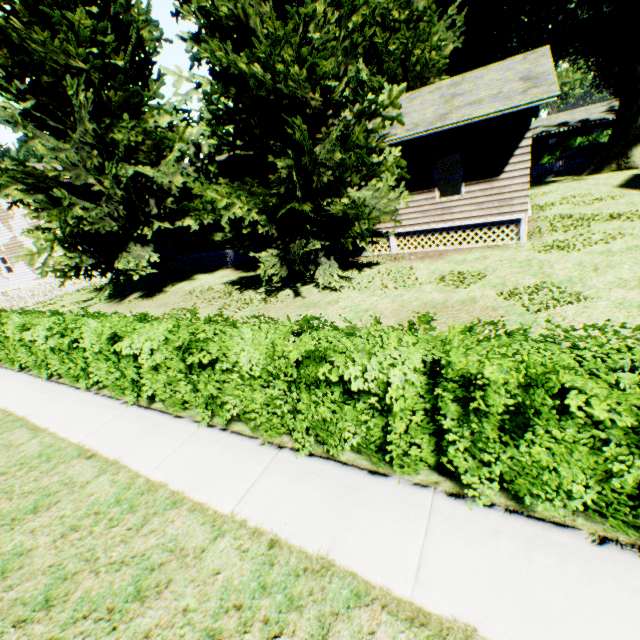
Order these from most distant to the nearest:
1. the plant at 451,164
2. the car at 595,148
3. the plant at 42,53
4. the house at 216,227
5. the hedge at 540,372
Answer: the car at 595,148 < the house at 216,227 < the plant at 451,164 < the plant at 42,53 < the hedge at 540,372

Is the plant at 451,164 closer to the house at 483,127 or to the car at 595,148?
the house at 483,127

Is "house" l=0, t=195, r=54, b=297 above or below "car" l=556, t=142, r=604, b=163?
above

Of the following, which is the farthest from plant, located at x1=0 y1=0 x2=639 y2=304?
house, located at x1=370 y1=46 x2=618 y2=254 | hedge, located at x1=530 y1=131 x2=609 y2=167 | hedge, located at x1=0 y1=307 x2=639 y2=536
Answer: hedge, located at x1=0 y1=307 x2=639 y2=536

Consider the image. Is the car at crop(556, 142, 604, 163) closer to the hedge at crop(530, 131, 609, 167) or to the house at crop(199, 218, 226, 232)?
the hedge at crop(530, 131, 609, 167)

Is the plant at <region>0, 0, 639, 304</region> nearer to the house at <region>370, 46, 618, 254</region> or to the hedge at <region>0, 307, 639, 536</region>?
the house at <region>370, 46, 618, 254</region>

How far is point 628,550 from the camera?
2.82m

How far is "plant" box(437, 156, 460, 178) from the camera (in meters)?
17.35
